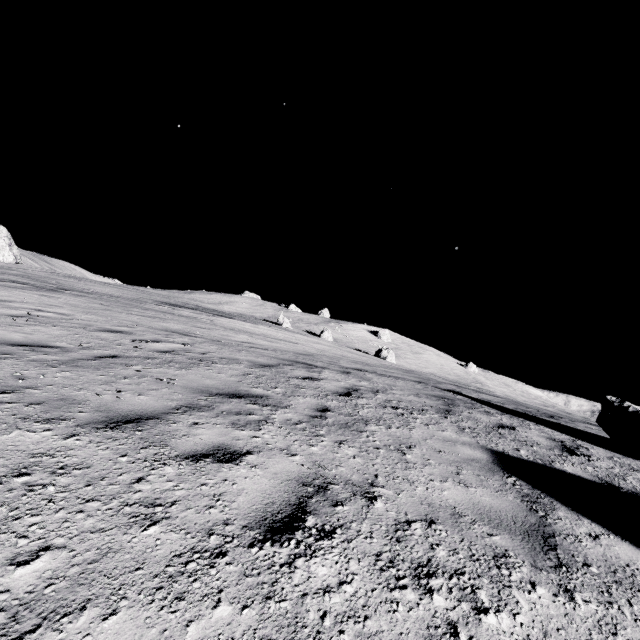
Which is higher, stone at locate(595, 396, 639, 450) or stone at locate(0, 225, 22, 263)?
stone at locate(0, 225, 22, 263)

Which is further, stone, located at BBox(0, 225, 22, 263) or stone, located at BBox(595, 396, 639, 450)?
stone, located at BBox(0, 225, 22, 263)

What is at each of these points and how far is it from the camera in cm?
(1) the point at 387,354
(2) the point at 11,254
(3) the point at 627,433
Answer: (1) stone, 4588
(2) stone, 4516
(3) stone, 658

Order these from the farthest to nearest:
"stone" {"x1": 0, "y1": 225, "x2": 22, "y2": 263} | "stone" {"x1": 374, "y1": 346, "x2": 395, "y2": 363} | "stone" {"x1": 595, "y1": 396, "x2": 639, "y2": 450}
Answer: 1. "stone" {"x1": 374, "y1": 346, "x2": 395, "y2": 363}
2. "stone" {"x1": 0, "y1": 225, "x2": 22, "y2": 263}
3. "stone" {"x1": 595, "y1": 396, "x2": 639, "y2": 450}

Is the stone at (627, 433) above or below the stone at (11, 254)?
below

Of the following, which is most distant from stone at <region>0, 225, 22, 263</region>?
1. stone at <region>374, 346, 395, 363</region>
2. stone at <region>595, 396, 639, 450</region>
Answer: stone at <region>595, 396, 639, 450</region>

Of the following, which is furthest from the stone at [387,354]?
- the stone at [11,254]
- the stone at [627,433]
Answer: the stone at [11,254]

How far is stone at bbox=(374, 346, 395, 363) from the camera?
45.6m
